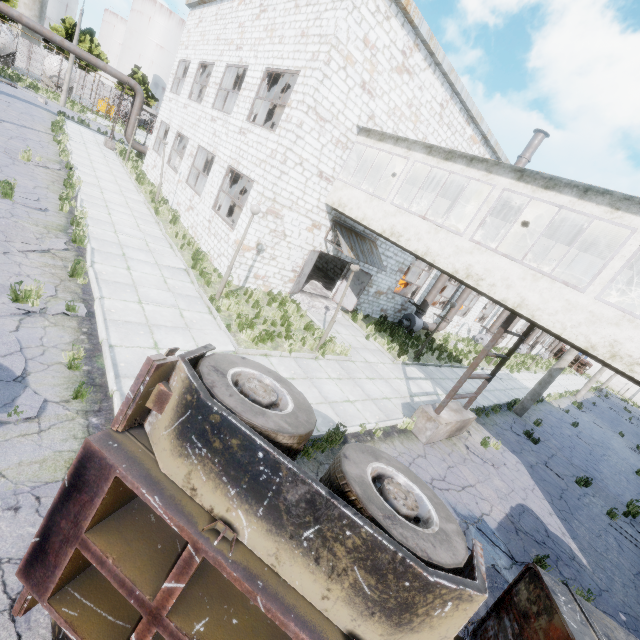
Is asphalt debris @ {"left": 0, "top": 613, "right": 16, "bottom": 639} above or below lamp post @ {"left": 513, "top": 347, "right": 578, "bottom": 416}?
below

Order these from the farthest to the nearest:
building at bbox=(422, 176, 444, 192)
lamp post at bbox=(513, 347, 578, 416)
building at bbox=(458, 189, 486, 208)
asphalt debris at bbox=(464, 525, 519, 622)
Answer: lamp post at bbox=(513, 347, 578, 416) → building at bbox=(422, 176, 444, 192) → building at bbox=(458, 189, 486, 208) → asphalt debris at bbox=(464, 525, 519, 622)

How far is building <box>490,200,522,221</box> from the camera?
11.31m

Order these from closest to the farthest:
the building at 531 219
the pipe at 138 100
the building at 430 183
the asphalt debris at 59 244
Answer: the asphalt debris at 59 244 < the building at 531 219 < the building at 430 183 < the pipe at 138 100

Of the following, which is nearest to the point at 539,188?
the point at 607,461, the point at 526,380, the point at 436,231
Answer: the point at 436,231

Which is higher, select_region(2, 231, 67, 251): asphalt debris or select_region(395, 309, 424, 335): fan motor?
select_region(395, 309, 424, 335): fan motor

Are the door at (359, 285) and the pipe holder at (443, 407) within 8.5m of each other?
yes

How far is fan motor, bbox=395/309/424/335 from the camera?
20.22m
